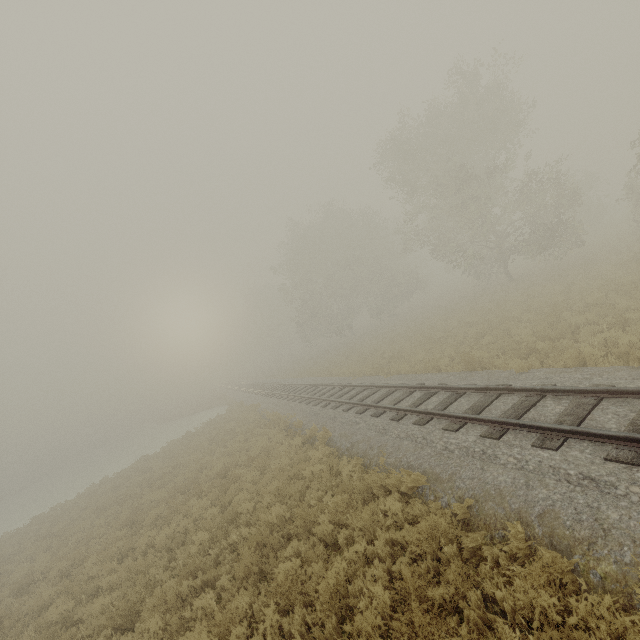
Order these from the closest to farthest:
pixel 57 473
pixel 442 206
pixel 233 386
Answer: pixel 442 206 < pixel 233 386 < pixel 57 473
